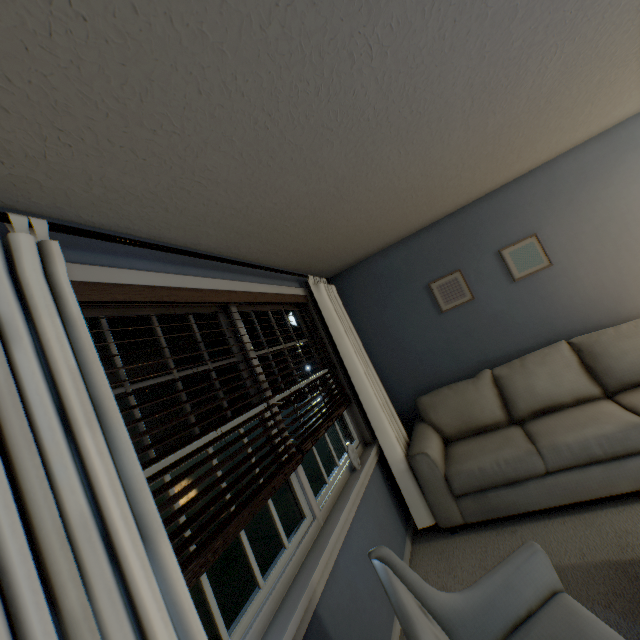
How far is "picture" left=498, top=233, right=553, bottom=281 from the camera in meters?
3.0

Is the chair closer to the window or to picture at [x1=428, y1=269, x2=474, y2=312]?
the window

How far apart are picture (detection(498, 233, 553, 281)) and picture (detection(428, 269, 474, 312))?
0.4m

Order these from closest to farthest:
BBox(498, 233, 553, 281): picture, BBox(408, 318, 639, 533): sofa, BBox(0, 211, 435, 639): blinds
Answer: BBox(0, 211, 435, 639): blinds, BBox(408, 318, 639, 533): sofa, BBox(498, 233, 553, 281): picture

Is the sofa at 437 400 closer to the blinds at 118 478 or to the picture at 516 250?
the blinds at 118 478

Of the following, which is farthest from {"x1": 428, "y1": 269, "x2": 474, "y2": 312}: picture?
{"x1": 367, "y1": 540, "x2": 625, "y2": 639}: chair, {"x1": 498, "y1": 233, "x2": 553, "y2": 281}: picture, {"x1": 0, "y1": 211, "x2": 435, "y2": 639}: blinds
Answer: {"x1": 367, "y1": 540, "x2": 625, "y2": 639}: chair

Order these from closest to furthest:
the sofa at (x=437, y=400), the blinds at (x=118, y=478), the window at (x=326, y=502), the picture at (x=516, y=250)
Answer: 1. the blinds at (x=118, y=478)
2. the window at (x=326, y=502)
3. the sofa at (x=437, y=400)
4. the picture at (x=516, y=250)

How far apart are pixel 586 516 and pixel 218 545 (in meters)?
2.42
